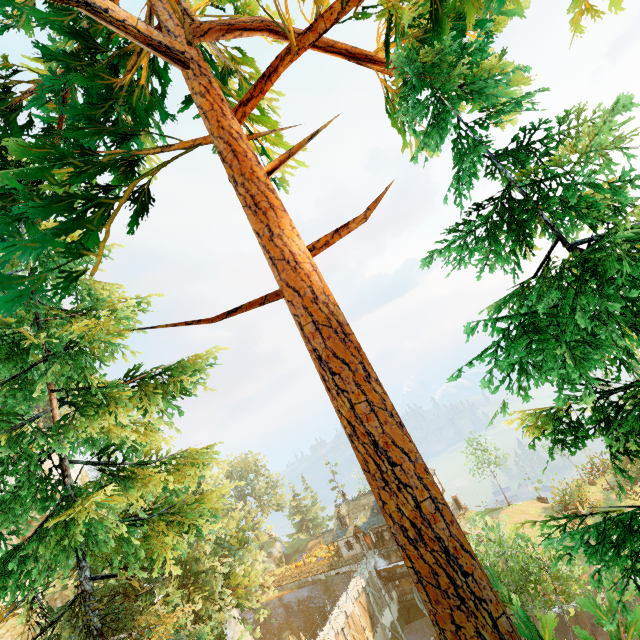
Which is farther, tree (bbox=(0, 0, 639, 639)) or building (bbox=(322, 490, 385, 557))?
building (bbox=(322, 490, 385, 557))

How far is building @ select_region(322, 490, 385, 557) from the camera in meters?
45.4

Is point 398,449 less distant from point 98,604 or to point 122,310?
point 98,604

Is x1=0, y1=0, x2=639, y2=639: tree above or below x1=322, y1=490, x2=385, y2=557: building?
above

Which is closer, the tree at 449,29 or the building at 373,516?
the tree at 449,29

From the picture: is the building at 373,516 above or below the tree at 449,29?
below
